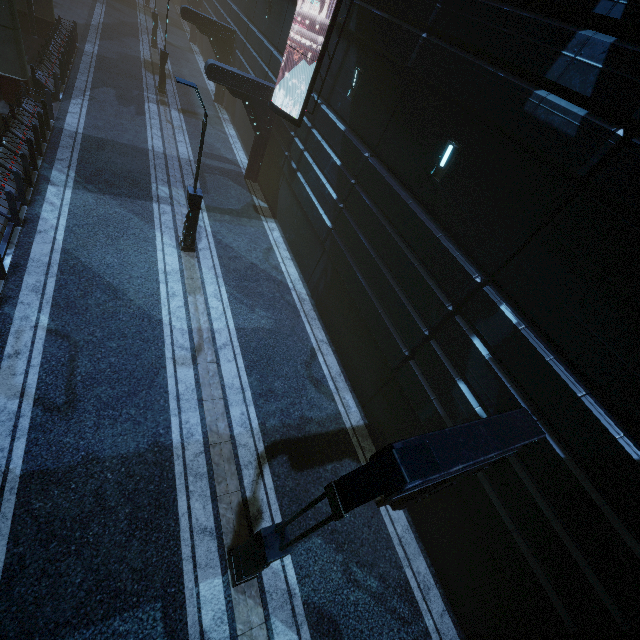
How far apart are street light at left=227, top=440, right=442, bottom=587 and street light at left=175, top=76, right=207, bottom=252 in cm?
1006

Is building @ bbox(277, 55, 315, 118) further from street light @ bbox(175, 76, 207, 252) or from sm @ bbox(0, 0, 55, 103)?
street light @ bbox(175, 76, 207, 252)

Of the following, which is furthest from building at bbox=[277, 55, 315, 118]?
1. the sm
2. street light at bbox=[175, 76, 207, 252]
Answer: street light at bbox=[175, 76, 207, 252]

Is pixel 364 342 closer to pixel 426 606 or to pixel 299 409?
pixel 299 409

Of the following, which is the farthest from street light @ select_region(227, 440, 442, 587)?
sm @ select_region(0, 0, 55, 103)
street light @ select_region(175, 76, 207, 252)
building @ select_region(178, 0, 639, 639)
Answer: sm @ select_region(0, 0, 55, 103)

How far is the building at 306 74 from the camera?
14.1 meters

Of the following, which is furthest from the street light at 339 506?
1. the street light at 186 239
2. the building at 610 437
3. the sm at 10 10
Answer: the sm at 10 10

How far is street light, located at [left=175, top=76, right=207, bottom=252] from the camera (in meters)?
9.11
